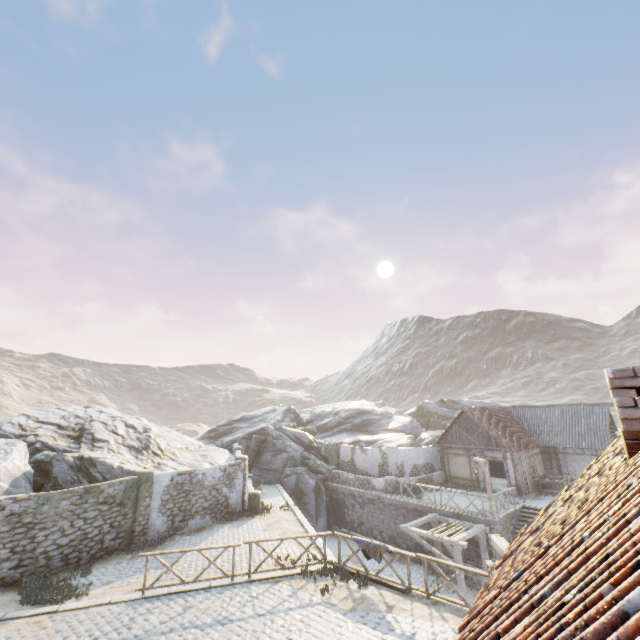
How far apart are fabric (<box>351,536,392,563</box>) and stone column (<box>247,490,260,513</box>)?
9.02m

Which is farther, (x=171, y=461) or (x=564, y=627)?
(x=171, y=461)

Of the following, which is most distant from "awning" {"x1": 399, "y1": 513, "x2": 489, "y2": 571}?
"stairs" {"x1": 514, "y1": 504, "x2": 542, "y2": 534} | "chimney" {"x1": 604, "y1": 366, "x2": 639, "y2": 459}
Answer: "chimney" {"x1": 604, "y1": 366, "x2": 639, "y2": 459}

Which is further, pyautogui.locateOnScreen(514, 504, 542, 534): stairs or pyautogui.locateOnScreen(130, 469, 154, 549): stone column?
pyautogui.locateOnScreen(514, 504, 542, 534): stairs

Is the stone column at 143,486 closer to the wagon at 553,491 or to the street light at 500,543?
the street light at 500,543

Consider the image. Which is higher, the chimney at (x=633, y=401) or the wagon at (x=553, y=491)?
the chimney at (x=633, y=401)

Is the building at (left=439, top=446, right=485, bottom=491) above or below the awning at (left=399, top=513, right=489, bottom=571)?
above

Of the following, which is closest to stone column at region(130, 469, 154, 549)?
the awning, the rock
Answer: the rock
